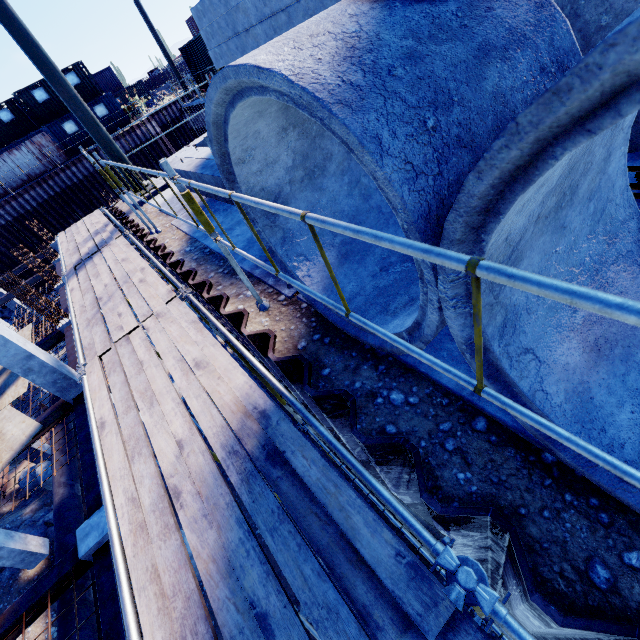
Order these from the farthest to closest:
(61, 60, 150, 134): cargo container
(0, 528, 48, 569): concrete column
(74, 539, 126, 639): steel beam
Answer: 1. (61, 60, 150, 134): cargo container
2. (0, 528, 48, 569): concrete column
3. (74, 539, 126, 639): steel beam

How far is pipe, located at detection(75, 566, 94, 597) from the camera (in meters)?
7.61

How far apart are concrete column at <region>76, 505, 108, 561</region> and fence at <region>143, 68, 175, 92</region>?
57.6 meters

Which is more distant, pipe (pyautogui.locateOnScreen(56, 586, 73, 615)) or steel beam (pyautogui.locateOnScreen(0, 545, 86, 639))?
pipe (pyautogui.locateOnScreen(56, 586, 73, 615))

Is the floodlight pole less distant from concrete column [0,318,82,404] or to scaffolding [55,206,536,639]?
scaffolding [55,206,536,639]

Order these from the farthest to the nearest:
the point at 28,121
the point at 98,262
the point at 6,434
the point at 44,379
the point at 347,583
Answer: the point at 28,121
the point at 6,434
the point at 44,379
the point at 98,262
the point at 347,583

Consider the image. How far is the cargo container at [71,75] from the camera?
27.0 meters

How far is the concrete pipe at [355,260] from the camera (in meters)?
1.21
